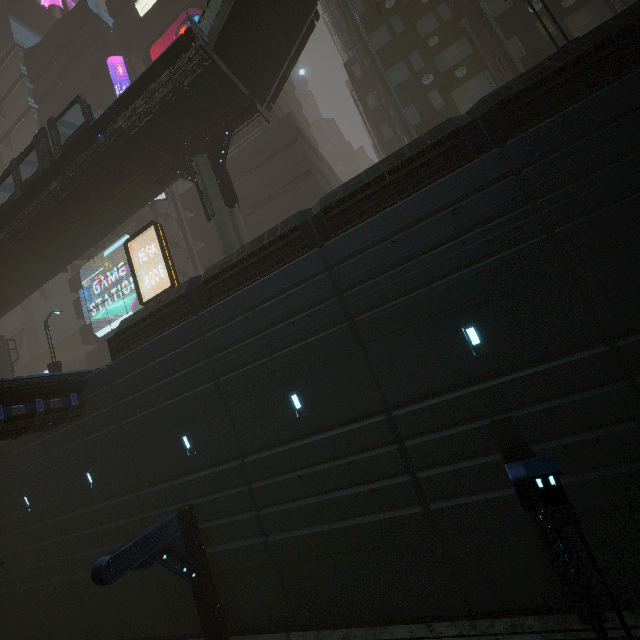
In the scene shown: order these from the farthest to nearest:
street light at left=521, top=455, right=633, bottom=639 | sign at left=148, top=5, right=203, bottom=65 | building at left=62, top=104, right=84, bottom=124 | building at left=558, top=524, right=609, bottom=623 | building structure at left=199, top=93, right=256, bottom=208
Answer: building at left=62, top=104, right=84, bottom=124
sign at left=148, top=5, right=203, bottom=65
building structure at left=199, top=93, right=256, bottom=208
building at left=558, top=524, right=609, bottom=623
street light at left=521, top=455, right=633, bottom=639

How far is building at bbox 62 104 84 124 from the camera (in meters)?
35.62

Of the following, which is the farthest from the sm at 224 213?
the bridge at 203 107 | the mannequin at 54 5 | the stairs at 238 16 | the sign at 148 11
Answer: the mannequin at 54 5

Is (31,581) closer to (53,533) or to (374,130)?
(53,533)

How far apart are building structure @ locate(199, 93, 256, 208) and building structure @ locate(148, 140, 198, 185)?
0.68m

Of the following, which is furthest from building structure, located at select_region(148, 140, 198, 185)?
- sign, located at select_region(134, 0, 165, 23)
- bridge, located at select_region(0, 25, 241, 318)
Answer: sign, located at select_region(134, 0, 165, 23)

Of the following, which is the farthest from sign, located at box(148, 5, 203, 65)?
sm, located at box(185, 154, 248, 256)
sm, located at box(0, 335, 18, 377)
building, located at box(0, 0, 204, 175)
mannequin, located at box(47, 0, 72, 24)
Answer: sm, located at box(0, 335, 18, 377)

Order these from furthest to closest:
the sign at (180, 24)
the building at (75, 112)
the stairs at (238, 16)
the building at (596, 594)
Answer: the building at (75, 112)
the sign at (180, 24)
the stairs at (238, 16)
the building at (596, 594)
